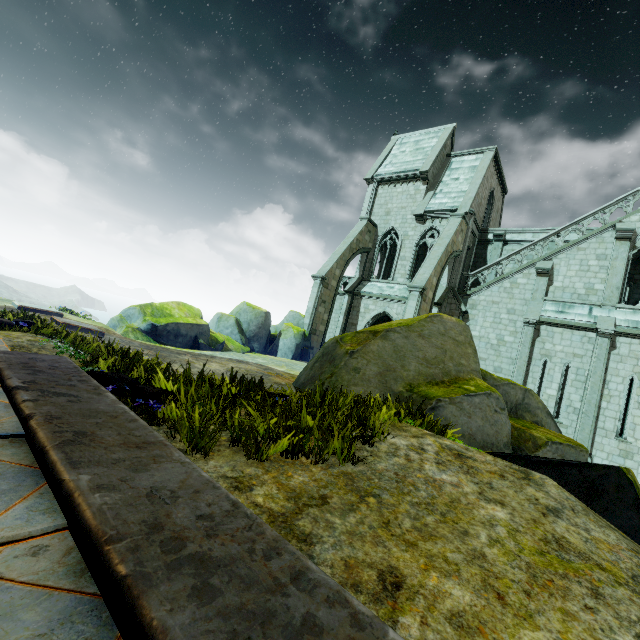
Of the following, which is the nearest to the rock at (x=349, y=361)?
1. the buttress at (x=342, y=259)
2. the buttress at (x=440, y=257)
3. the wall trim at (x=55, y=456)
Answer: the buttress at (x=440, y=257)

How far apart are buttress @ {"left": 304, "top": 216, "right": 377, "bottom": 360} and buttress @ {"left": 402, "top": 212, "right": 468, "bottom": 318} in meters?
5.9

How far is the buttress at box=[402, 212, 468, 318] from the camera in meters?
17.4

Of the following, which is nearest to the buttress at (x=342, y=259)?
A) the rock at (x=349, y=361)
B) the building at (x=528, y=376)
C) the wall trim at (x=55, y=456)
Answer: the building at (x=528, y=376)

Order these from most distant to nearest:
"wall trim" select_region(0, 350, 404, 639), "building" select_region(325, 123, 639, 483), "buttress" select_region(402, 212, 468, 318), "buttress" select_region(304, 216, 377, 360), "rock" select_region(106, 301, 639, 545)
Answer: "buttress" select_region(304, 216, 377, 360) → "buttress" select_region(402, 212, 468, 318) → "building" select_region(325, 123, 639, 483) → "rock" select_region(106, 301, 639, 545) → "wall trim" select_region(0, 350, 404, 639)

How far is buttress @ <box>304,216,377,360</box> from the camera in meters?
21.6 m

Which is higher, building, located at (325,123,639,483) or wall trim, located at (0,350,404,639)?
building, located at (325,123,639,483)

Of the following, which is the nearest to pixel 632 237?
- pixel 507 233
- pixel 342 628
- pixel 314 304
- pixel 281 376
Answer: pixel 507 233
